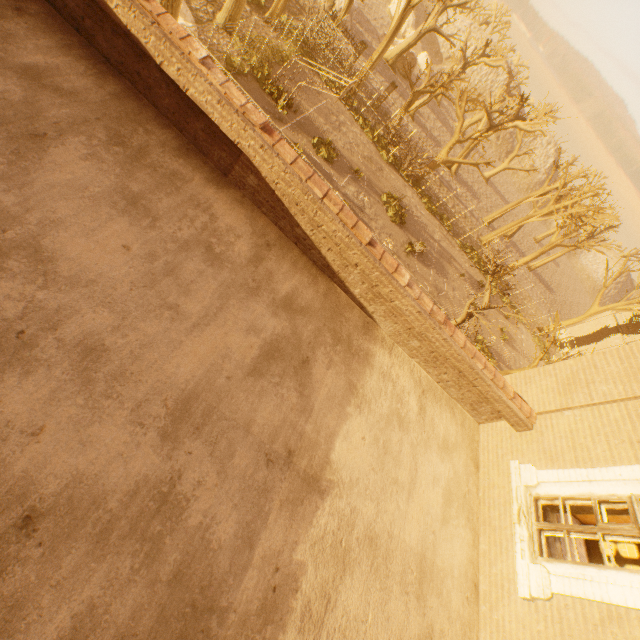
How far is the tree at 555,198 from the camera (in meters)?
15.05

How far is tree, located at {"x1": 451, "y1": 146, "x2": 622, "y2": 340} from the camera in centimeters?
1505cm

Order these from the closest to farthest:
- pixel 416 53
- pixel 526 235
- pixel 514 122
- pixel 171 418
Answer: pixel 171 418 → pixel 514 122 → pixel 416 53 → pixel 526 235

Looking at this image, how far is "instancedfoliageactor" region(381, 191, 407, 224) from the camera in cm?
2341

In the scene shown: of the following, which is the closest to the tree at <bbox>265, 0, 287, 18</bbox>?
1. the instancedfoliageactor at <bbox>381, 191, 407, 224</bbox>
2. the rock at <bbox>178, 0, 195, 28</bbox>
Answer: the rock at <bbox>178, 0, 195, 28</bbox>

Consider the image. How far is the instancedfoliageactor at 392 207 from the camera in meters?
23.4 m
